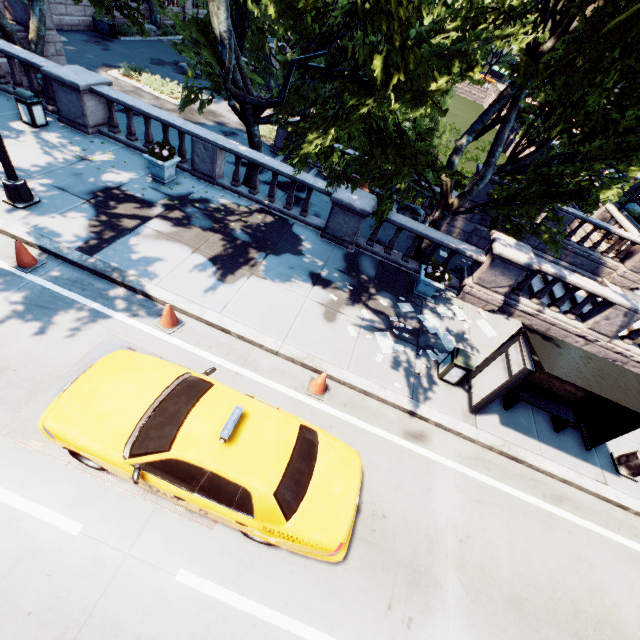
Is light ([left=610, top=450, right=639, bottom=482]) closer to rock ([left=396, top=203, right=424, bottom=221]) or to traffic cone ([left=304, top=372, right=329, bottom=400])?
traffic cone ([left=304, top=372, right=329, bottom=400])

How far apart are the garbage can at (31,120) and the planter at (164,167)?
4.2 meters

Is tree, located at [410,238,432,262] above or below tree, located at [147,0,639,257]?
below

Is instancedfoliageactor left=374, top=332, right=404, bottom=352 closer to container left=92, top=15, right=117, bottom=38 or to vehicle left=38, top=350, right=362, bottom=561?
vehicle left=38, top=350, right=362, bottom=561

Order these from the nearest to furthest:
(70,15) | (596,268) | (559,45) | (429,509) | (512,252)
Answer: (429,509)
(559,45)
(512,252)
(596,268)
(70,15)

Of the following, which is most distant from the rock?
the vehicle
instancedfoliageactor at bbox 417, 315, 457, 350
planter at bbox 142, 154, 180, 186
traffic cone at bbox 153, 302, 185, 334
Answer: the vehicle

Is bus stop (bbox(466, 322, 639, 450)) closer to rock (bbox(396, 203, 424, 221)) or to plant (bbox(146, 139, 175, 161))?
plant (bbox(146, 139, 175, 161))

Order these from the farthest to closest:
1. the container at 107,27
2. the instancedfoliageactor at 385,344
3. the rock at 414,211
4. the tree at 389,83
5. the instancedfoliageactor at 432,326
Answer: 1. the container at 107,27
2. the rock at 414,211
3. the instancedfoliageactor at 432,326
4. the instancedfoliageactor at 385,344
5. the tree at 389,83
